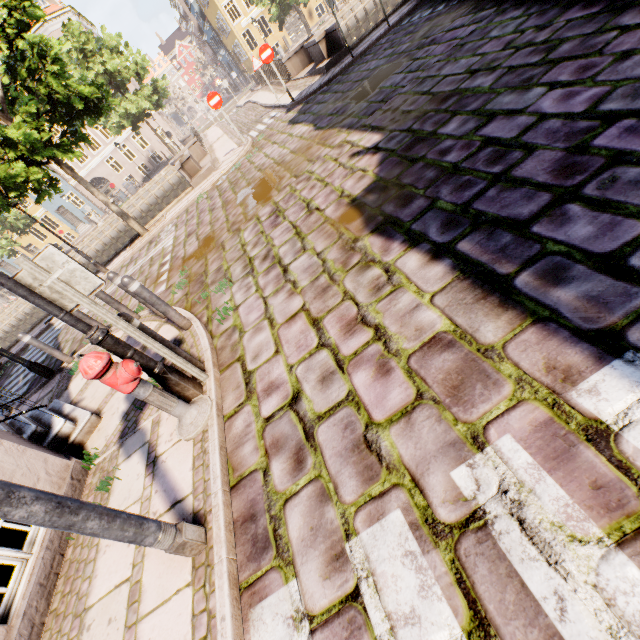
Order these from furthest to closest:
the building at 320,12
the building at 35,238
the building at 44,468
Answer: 1. the building at 35,238
2. the building at 320,12
3. the building at 44,468

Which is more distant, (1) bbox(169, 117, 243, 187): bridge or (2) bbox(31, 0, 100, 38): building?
(2) bbox(31, 0, 100, 38): building

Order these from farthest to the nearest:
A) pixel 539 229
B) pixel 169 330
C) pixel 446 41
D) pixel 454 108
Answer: pixel 446 41
pixel 169 330
pixel 454 108
pixel 539 229

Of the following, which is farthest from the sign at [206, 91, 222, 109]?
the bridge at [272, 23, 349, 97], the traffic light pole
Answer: the traffic light pole

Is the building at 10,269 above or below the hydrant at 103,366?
above

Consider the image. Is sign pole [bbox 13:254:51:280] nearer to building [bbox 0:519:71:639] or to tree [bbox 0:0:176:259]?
building [bbox 0:519:71:639]

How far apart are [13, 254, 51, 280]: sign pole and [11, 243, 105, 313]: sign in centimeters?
2cm

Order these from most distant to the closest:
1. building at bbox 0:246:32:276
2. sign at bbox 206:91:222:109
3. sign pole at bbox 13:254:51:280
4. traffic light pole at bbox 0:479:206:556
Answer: building at bbox 0:246:32:276
sign at bbox 206:91:222:109
sign pole at bbox 13:254:51:280
traffic light pole at bbox 0:479:206:556
